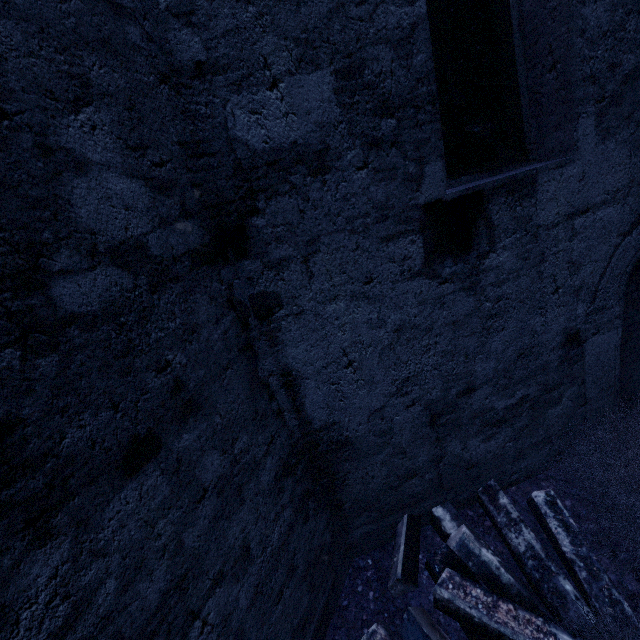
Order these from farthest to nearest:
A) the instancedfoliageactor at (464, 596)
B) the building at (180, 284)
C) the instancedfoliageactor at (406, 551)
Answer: the instancedfoliageactor at (406, 551), the instancedfoliageactor at (464, 596), the building at (180, 284)

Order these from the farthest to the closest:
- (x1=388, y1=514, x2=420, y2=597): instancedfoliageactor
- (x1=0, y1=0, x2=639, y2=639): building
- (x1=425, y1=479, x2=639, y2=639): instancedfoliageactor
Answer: (x1=388, y1=514, x2=420, y2=597): instancedfoliageactor < (x1=425, y1=479, x2=639, y2=639): instancedfoliageactor < (x1=0, y1=0, x2=639, y2=639): building

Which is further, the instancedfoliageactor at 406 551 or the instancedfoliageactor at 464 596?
the instancedfoliageactor at 406 551

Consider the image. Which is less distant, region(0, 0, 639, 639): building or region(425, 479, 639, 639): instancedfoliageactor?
region(0, 0, 639, 639): building

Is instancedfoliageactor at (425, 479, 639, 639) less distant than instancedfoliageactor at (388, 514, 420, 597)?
Yes

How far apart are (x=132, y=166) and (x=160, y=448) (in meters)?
1.29

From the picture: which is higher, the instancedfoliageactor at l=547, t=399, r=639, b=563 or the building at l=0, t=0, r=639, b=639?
the building at l=0, t=0, r=639, b=639

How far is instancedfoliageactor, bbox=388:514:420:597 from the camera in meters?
2.5
